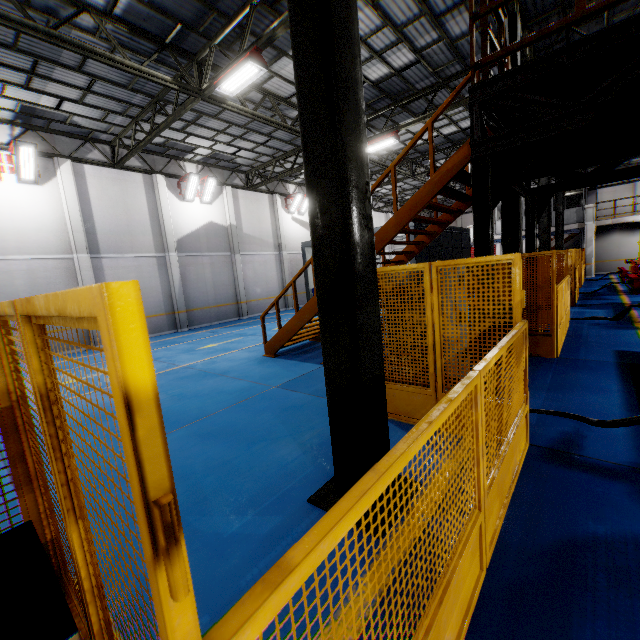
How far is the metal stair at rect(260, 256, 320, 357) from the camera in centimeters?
809cm

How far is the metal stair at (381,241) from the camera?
5.4 meters

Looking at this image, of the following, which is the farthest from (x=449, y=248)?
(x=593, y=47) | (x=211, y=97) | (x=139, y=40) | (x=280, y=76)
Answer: (x=593, y=47)

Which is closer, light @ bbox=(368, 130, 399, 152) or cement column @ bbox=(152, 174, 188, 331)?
light @ bbox=(368, 130, 399, 152)

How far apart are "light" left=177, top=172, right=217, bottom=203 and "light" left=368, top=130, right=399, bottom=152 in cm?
835

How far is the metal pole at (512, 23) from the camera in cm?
777

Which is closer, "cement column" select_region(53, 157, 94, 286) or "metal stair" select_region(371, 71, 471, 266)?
"metal stair" select_region(371, 71, 471, 266)
